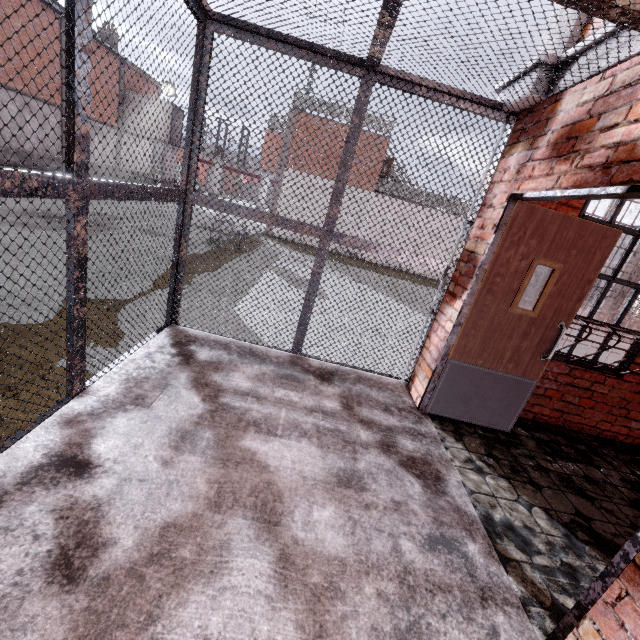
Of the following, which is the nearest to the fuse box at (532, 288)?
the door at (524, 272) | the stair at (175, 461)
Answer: the door at (524, 272)

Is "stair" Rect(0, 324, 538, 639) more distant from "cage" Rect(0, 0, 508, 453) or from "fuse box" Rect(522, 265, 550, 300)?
"fuse box" Rect(522, 265, 550, 300)

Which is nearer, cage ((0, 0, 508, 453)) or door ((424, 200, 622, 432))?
cage ((0, 0, 508, 453))

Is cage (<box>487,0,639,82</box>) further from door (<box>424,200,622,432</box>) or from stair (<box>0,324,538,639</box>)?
door (<box>424,200,622,432</box>)

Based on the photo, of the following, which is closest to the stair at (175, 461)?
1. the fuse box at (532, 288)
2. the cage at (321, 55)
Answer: the cage at (321, 55)

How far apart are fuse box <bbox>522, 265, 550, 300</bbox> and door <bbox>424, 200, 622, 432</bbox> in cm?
18

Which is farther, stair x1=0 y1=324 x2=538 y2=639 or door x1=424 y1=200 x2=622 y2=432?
door x1=424 y1=200 x2=622 y2=432

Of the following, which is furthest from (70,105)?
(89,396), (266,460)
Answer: (266,460)
